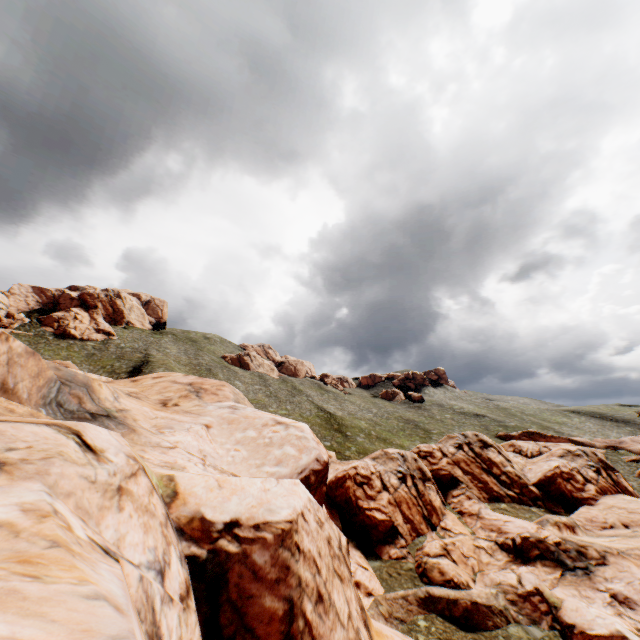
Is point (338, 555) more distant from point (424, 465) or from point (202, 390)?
point (424, 465)
